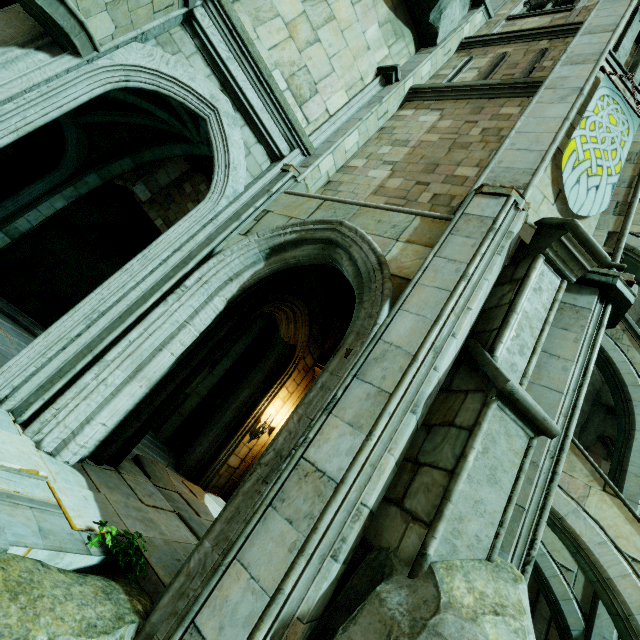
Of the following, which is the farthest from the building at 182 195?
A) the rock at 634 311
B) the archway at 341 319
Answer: the rock at 634 311

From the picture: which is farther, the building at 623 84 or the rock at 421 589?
the building at 623 84

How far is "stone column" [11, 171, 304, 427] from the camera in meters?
4.5

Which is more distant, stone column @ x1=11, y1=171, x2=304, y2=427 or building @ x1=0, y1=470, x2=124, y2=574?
stone column @ x1=11, y1=171, x2=304, y2=427

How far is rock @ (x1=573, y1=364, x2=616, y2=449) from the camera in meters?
15.3

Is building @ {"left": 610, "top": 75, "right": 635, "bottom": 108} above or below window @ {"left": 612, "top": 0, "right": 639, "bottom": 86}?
below

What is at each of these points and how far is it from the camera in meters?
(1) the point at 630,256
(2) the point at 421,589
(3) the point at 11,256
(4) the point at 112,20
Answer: (1) buttress, 9.8
(2) rock, 2.4
(3) rock, 13.0
(4) buttress, 4.7

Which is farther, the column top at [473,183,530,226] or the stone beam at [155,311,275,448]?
the stone beam at [155,311,275,448]
